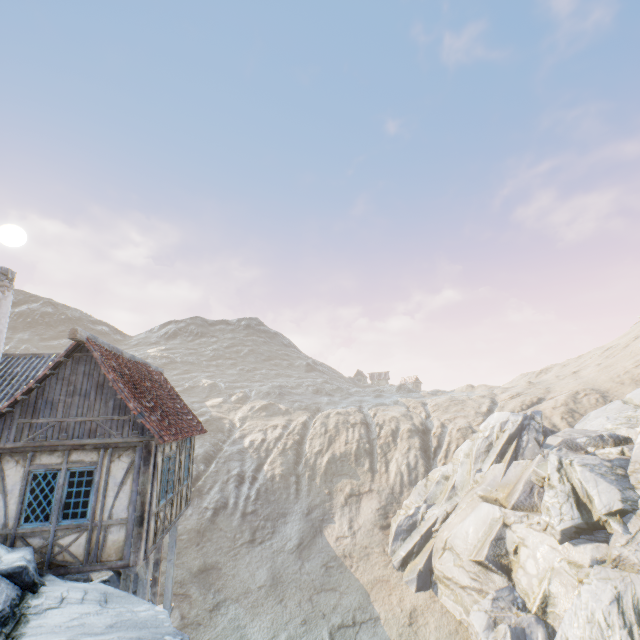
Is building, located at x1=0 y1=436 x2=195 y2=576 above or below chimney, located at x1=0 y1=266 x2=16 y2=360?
below

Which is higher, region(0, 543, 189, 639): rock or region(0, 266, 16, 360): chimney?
region(0, 266, 16, 360): chimney

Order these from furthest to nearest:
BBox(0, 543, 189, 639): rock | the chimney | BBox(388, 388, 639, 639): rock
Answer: BBox(388, 388, 639, 639): rock
the chimney
BBox(0, 543, 189, 639): rock

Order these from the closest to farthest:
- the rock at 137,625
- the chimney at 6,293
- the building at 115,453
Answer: the rock at 137,625, the building at 115,453, the chimney at 6,293

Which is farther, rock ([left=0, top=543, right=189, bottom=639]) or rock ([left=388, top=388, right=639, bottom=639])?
rock ([left=388, top=388, right=639, bottom=639])

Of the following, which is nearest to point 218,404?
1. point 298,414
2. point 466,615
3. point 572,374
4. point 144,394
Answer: point 298,414

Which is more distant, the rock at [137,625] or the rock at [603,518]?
the rock at [603,518]
